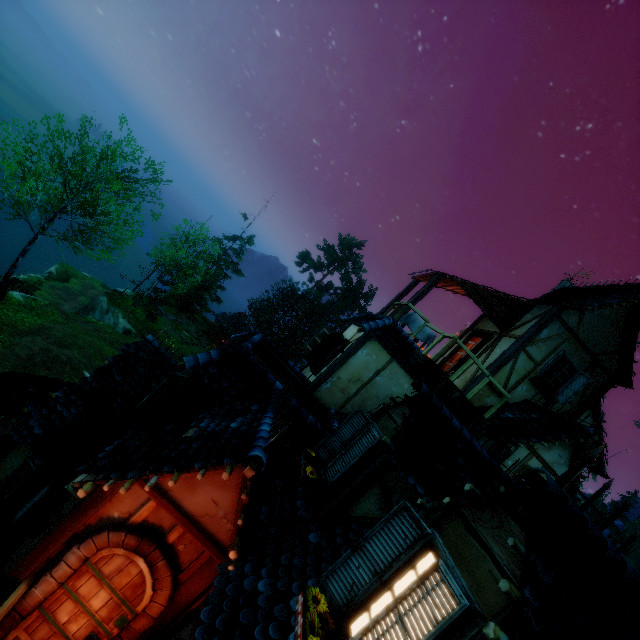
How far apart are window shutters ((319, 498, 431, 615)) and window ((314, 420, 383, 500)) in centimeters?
180cm

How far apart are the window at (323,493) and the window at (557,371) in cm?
663

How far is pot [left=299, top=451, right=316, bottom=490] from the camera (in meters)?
5.04

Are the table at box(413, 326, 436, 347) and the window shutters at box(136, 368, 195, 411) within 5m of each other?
no

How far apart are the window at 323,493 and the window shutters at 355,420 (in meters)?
0.03

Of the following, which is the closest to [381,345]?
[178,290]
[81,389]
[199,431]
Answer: [199,431]

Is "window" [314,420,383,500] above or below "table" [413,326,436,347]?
below

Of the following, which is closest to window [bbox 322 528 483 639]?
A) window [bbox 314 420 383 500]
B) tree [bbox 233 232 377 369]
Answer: window [bbox 314 420 383 500]
